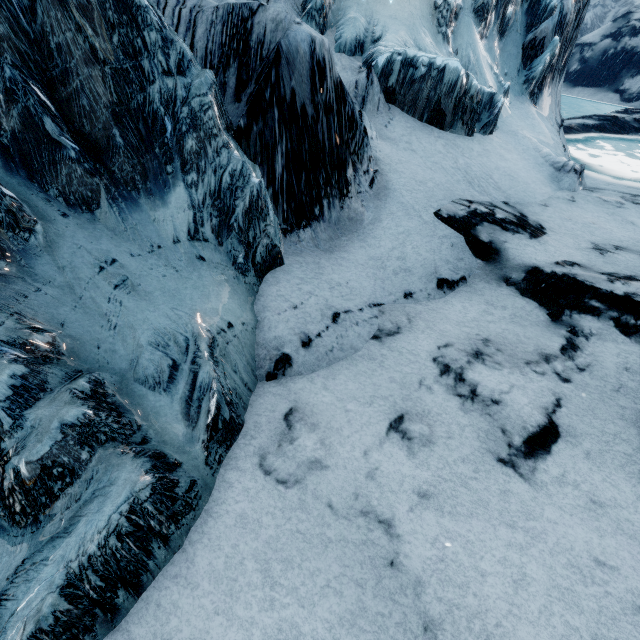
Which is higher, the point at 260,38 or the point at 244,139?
the point at 260,38
